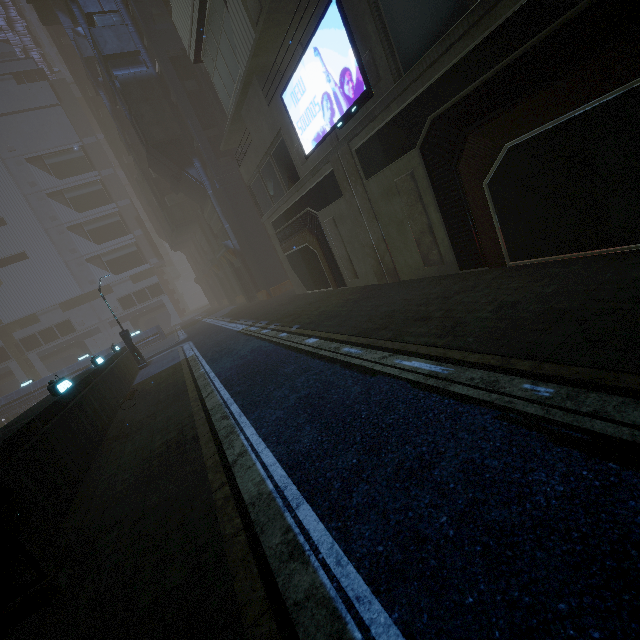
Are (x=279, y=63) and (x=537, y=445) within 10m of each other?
no

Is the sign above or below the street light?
above

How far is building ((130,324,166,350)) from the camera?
38.88m

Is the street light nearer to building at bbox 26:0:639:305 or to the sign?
building at bbox 26:0:639:305

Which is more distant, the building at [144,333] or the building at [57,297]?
the building at [144,333]

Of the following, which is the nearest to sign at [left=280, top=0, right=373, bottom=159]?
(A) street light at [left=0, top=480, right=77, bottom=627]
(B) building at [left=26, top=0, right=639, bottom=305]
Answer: (B) building at [left=26, top=0, right=639, bottom=305]

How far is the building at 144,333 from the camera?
38.88m

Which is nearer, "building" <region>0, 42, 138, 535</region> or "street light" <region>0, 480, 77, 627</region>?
"street light" <region>0, 480, 77, 627</region>
